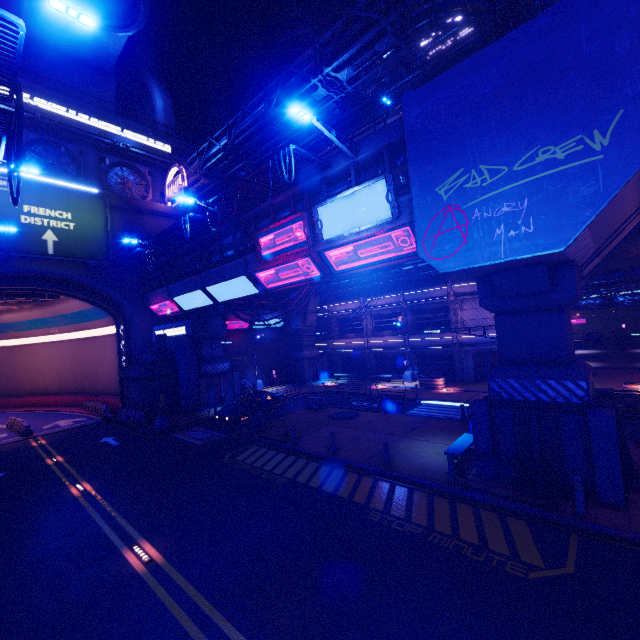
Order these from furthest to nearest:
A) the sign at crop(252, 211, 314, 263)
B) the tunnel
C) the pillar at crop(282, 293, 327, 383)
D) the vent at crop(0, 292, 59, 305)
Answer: the pillar at crop(282, 293, 327, 383) < the tunnel < the vent at crop(0, 292, 59, 305) < the sign at crop(252, 211, 314, 263)

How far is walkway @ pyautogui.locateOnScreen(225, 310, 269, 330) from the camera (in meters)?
33.47

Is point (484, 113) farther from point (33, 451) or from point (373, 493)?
point (33, 451)

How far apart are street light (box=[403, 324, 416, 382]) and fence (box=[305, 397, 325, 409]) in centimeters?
1113cm

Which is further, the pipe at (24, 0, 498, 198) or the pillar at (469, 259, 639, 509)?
the pipe at (24, 0, 498, 198)

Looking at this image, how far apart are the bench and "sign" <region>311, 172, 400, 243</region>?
9.0 meters

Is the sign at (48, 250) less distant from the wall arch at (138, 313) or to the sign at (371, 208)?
the wall arch at (138, 313)

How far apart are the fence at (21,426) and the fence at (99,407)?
4.93m
